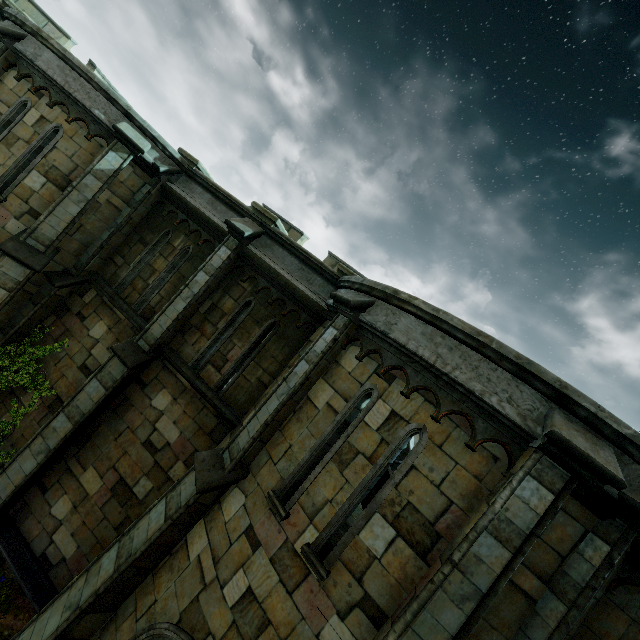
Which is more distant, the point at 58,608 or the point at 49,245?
the point at 49,245

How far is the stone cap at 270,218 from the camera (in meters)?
8.94

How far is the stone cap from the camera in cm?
894

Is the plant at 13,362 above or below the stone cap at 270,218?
below

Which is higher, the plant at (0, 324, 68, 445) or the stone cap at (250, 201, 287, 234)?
the stone cap at (250, 201, 287, 234)
